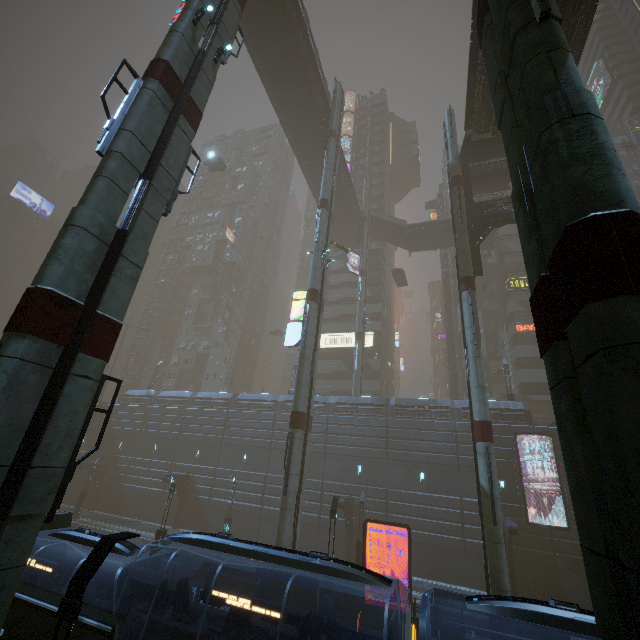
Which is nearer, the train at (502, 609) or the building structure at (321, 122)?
the train at (502, 609)

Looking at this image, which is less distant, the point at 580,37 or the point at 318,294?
the point at 580,37

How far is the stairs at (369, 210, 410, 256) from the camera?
46.1m

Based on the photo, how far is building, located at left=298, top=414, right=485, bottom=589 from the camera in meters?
25.2

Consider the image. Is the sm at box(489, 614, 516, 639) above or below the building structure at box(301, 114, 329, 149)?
below

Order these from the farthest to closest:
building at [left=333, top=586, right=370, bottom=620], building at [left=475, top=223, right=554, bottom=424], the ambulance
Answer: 1. the ambulance
2. building at [left=475, top=223, right=554, bottom=424]
3. building at [left=333, top=586, right=370, bottom=620]

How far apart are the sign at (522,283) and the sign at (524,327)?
4.3 meters

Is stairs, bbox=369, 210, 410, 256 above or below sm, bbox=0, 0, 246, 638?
above
